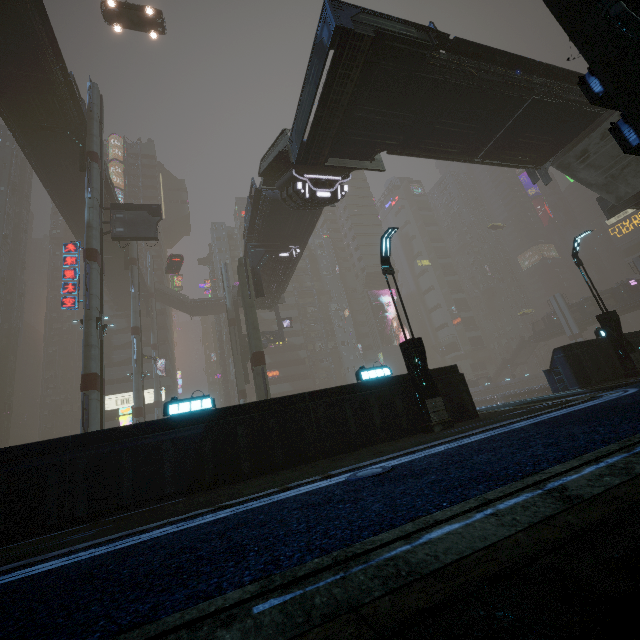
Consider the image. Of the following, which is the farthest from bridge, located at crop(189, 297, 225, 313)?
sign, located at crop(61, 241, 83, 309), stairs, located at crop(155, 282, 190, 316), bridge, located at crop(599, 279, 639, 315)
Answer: bridge, located at crop(599, 279, 639, 315)

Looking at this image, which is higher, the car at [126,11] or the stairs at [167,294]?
the car at [126,11]

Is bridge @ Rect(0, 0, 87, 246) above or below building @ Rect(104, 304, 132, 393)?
above

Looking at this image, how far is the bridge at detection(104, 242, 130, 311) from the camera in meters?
43.3 m

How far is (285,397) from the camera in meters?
9.6 m

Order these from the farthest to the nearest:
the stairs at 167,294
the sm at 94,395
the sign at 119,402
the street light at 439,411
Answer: the stairs at 167,294, the sign at 119,402, the sm at 94,395, the street light at 439,411

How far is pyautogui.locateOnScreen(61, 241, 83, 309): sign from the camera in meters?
21.3 m

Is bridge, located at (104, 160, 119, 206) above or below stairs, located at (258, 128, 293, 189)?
above
